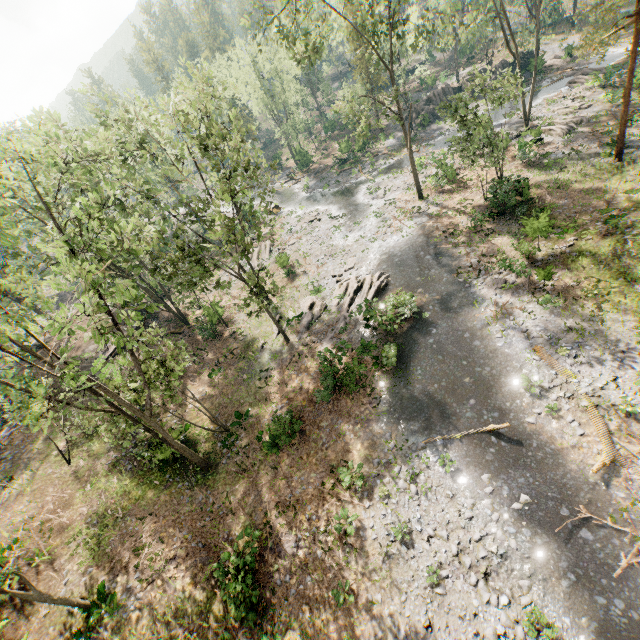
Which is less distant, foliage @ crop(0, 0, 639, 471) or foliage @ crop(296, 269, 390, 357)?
foliage @ crop(0, 0, 639, 471)

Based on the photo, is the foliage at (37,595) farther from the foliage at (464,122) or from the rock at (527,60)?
the rock at (527,60)

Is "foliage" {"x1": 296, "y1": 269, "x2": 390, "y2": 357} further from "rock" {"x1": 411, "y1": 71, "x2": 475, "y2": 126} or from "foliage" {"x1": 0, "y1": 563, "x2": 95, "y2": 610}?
"foliage" {"x1": 0, "y1": 563, "x2": 95, "y2": 610}

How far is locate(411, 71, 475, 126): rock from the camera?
46.78m

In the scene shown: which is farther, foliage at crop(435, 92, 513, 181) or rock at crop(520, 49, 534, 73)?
rock at crop(520, 49, 534, 73)

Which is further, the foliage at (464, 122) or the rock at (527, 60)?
the rock at (527, 60)

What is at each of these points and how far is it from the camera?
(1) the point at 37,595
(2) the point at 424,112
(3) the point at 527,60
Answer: (1) foliage, 13.1m
(2) rock, 47.3m
(3) rock, 45.9m

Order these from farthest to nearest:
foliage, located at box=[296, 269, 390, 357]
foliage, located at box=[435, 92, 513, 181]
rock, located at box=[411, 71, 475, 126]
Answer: rock, located at box=[411, 71, 475, 126] < foliage, located at box=[435, 92, 513, 181] < foliage, located at box=[296, 269, 390, 357]
